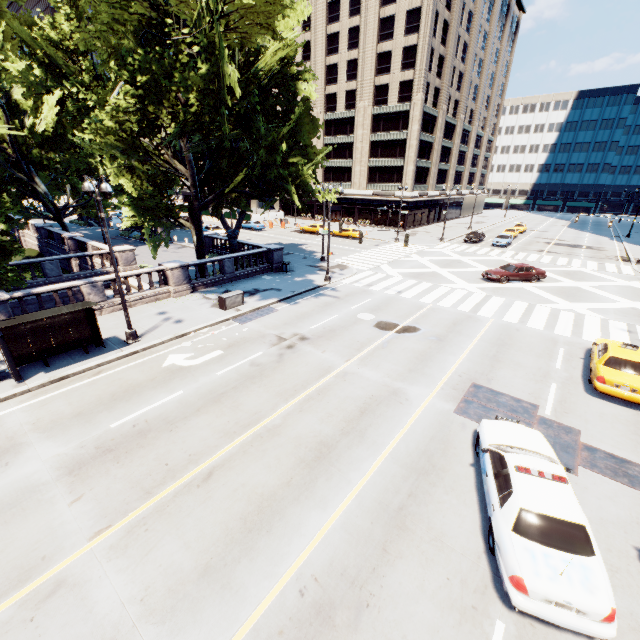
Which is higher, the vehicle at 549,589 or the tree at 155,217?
the tree at 155,217

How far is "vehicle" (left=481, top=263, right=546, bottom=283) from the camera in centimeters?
2670cm

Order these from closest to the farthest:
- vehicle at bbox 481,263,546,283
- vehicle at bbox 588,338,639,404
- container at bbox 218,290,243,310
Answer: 1. vehicle at bbox 588,338,639,404
2. container at bbox 218,290,243,310
3. vehicle at bbox 481,263,546,283

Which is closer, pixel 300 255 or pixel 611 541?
pixel 611 541

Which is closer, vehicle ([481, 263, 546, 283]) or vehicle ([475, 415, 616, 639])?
vehicle ([475, 415, 616, 639])

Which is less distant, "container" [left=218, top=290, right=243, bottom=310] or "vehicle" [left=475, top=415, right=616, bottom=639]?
"vehicle" [left=475, top=415, right=616, bottom=639]

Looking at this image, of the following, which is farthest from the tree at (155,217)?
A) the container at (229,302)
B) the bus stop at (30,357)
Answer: the container at (229,302)

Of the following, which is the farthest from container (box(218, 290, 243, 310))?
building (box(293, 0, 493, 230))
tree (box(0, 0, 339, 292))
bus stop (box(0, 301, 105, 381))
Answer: building (box(293, 0, 493, 230))
